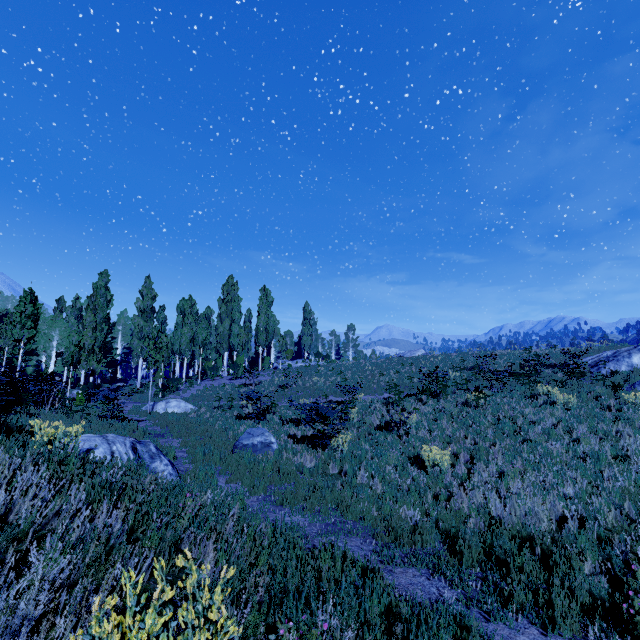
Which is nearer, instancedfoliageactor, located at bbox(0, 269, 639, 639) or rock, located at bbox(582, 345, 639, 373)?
instancedfoliageactor, located at bbox(0, 269, 639, 639)

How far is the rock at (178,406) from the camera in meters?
19.7 m

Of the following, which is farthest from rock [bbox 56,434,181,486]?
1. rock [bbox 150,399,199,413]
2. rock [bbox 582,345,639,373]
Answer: rock [bbox 582,345,639,373]

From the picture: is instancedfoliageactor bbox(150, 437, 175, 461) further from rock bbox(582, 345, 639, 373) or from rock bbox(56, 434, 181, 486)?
rock bbox(582, 345, 639, 373)

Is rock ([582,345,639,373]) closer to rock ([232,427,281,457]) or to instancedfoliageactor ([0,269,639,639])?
rock ([232,427,281,457])

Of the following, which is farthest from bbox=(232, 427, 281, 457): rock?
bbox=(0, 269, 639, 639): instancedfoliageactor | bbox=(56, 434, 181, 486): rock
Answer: bbox=(0, 269, 639, 639): instancedfoliageactor

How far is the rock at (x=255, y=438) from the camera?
10.7 meters

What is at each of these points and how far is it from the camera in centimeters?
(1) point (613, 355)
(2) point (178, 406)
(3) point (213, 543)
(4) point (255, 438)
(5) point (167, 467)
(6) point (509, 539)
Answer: (1) rock, 2156cm
(2) rock, 2000cm
(3) instancedfoliageactor, 392cm
(4) rock, 1089cm
(5) rock, 711cm
(6) instancedfoliageactor, 602cm
